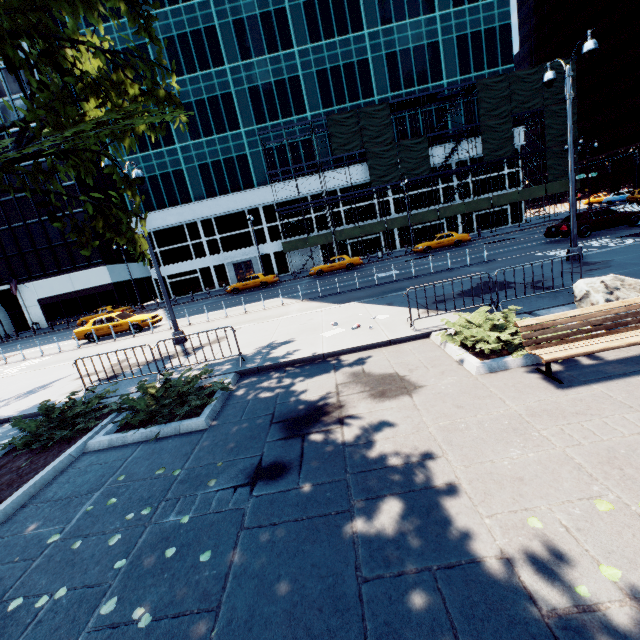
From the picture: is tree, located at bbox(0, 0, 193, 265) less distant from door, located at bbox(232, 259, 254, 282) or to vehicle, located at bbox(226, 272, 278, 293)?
vehicle, located at bbox(226, 272, 278, 293)

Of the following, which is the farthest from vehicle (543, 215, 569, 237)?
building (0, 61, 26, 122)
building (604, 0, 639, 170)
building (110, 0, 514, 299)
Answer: building (604, 0, 639, 170)

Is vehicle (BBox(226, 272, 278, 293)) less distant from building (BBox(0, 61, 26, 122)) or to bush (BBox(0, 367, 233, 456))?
building (BBox(0, 61, 26, 122))

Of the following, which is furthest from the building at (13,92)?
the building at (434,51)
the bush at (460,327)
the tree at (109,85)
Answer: the bush at (460,327)

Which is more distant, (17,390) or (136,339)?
(136,339)

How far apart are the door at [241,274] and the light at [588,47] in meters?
33.7 m

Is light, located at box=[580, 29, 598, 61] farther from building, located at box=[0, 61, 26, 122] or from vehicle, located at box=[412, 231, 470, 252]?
building, located at box=[0, 61, 26, 122]

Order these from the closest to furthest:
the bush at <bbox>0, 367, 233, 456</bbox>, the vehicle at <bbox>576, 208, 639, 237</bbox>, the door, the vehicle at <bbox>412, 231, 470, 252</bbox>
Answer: the bush at <bbox>0, 367, 233, 456</bbox> < the vehicle at <bbox>576, 208, 639, 237</bbox> < the vehicle at <bbox>412, 231, 470, 252</bbox> < the door
